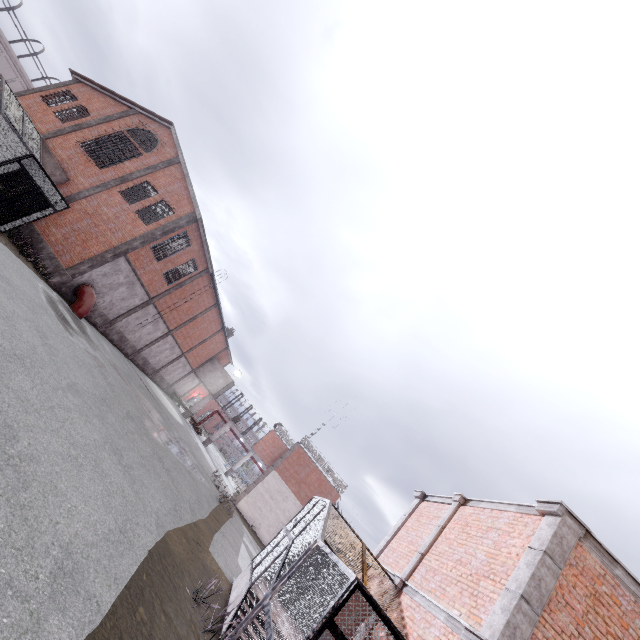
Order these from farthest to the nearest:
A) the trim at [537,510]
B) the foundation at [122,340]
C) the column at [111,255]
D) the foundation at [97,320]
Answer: the foundation at [122,340], the foundation at [97,320], the column at [111,255], the trim at [537,510]

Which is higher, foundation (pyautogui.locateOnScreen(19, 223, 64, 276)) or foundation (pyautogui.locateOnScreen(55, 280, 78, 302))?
foundation (pyautogui.locateOnScreen(19, 223, 64, 276))

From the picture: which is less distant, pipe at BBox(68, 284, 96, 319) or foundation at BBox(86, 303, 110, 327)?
pipe at BBox(68, 284, 96, 319)

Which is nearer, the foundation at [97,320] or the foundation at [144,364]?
the foundation at [97,320]

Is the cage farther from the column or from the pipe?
the column

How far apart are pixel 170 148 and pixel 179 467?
21.5m

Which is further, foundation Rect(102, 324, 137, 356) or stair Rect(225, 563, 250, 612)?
foundation Rect(102, 324, 137, 356)

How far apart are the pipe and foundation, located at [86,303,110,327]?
0.1m
